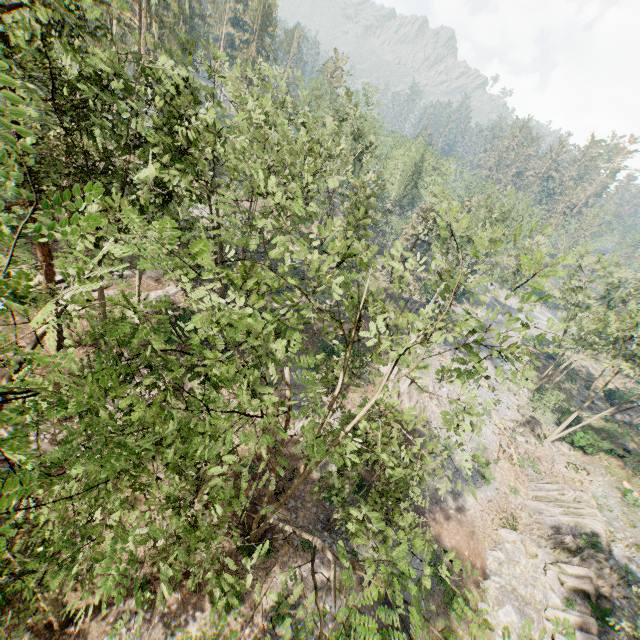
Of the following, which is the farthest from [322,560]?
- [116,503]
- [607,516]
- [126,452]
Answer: [607,516]

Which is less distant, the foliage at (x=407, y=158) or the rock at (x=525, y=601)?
the foliage at (x=407, y=158)

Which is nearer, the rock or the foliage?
the foliage

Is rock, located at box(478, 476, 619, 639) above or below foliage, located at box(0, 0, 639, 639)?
below

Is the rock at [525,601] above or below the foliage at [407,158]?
below
